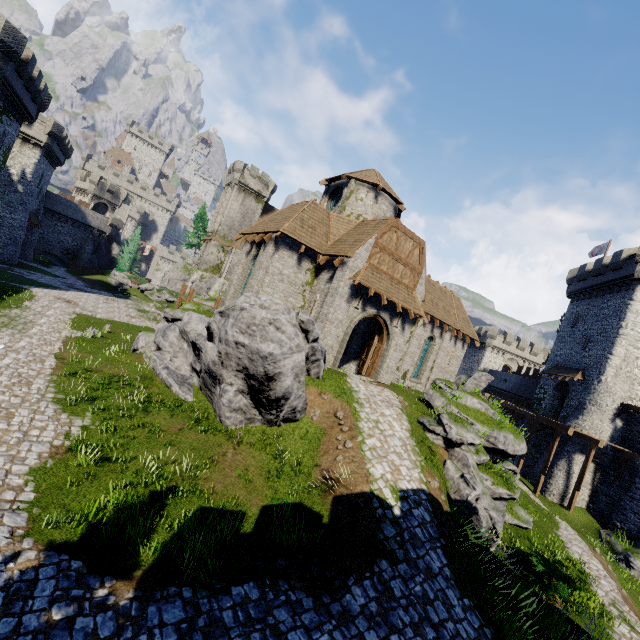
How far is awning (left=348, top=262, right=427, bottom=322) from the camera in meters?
17.0

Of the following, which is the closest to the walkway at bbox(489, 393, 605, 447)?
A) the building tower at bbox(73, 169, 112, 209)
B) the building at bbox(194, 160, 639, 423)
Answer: the building at bbox(194, 160, 639, 423)

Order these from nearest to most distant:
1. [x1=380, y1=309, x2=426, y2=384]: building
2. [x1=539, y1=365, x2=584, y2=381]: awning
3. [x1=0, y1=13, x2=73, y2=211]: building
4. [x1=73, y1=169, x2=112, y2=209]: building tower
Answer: [x1=380, y1=309, x2=426, y2=384]: building → [x1=0, y1=13, x2=73, y2=211]: building → [x1=539, y1=365, x2=584, y2=381]: awning → [x1=73, y1=169, x2=112, y2=209]: building tower

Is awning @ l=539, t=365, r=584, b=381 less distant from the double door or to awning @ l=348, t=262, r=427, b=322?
awning @ l=348, t=262, r=427, b=322

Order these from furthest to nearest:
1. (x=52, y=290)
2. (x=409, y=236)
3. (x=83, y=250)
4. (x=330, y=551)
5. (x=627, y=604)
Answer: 1. (x=83, y=250)
2. (x=52, y=290)
3. (x=409, y=236)
4. (x=627, y=604)
5. (x=330, y=551)

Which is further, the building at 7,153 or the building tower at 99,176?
the building tower at 99,176

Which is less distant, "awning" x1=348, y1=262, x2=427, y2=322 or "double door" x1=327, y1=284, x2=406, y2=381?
"awning" x1=348, y1=262, x2=427, y2=322

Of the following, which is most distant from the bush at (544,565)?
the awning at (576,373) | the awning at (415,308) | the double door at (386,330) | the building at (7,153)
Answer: the building at (7,153)
